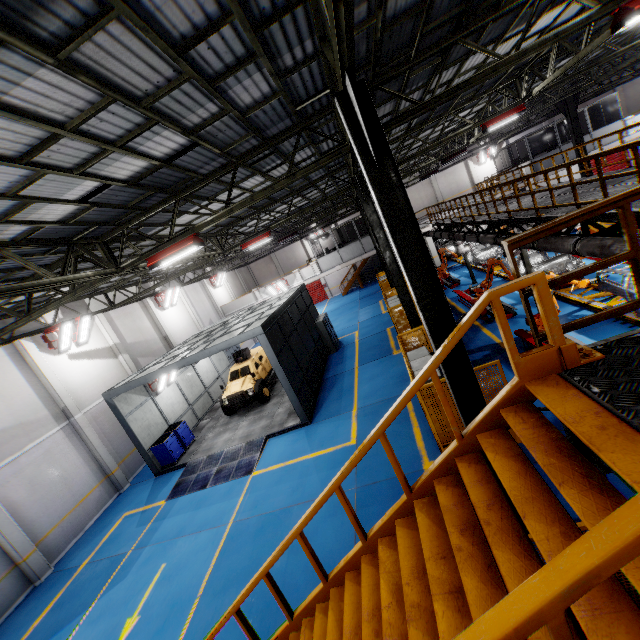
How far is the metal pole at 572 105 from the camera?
19.3 meters

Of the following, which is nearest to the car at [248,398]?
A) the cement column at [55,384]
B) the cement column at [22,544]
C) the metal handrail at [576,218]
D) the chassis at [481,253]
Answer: the cement column at [55,384]

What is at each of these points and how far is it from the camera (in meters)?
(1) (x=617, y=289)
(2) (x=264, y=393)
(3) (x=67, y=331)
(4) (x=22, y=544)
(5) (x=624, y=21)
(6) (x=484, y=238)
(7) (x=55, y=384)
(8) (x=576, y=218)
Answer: (1) chassis, 9.70
(2) tire assembly, 16.41
(3) light, 14.52
(4) cement column, 10.87
(5) light, 6.57
(6) vent pipe, 13.87
(7) cement column, 13.79
(8) metal handrail, 2.91

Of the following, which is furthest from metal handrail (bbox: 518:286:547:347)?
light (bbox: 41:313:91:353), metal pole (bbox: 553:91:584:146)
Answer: light (bbox: 41:313:91:353)

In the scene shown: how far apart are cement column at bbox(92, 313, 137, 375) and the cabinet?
10.08m

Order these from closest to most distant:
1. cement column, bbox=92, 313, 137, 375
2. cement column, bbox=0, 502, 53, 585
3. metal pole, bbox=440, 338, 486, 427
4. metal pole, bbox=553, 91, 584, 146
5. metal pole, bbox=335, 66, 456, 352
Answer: metal pole, bbox=335, 66, 456, 352
metal pole, bbox=440, 338, 486, 427
cement column, bbox=0, 502, 53, 585
cement column, bbox=92, 313, 137, 375
metal pole, bbox=553, 91, 584, 146

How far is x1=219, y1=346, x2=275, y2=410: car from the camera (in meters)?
16.11

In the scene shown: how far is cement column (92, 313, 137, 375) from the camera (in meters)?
17.09
